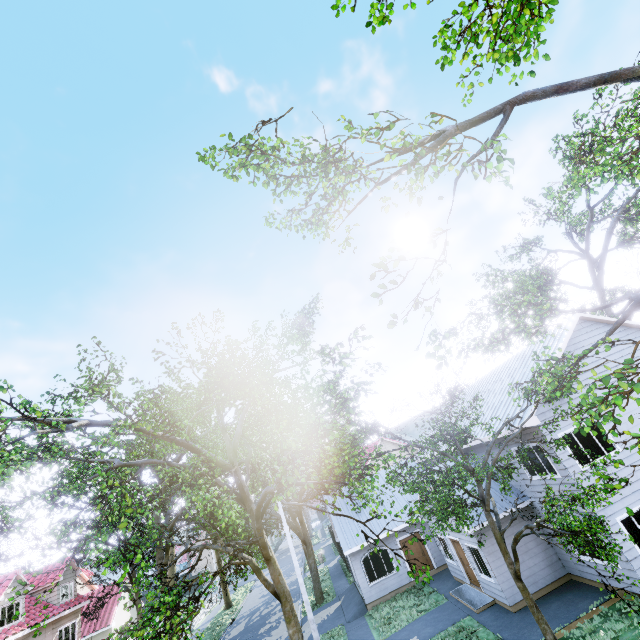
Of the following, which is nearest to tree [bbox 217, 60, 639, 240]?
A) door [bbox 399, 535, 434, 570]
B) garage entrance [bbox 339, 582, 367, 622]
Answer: garage entrance [bbox 339, 582, 367, 622]

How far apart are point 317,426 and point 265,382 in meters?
4.6 m

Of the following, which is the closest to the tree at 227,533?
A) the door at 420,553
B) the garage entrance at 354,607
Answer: the garage entrance at 354,607

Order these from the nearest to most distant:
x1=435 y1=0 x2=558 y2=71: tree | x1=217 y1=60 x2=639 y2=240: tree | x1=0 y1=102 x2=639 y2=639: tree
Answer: x1=217 y1=60 x2=639 y2=240: tree < x1=435 y1=0 x2=558 y2=71: tree < x1=0 y1=102 x2=639 y2=639: tree

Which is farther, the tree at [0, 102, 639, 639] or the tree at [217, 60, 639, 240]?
the tree at [0, 102, 639, 639]

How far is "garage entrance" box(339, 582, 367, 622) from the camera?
19.0 meters
